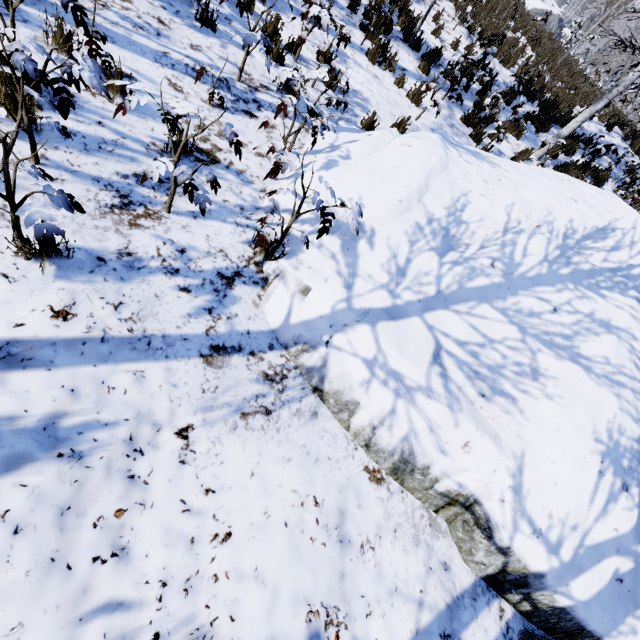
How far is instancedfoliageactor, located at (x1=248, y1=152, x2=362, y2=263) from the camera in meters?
2.4

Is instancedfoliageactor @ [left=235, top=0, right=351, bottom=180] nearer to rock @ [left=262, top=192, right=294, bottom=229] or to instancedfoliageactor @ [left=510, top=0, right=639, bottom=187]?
rock @ [left=262, top=192, right=294, bottom=229]

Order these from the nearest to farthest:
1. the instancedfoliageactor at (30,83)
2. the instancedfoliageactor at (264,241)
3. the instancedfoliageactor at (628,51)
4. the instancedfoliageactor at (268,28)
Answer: the instancedfoliageactor at (30,83) → the instancedfoliageactor at (264,241) → the instancedfoliageactor at (268,28) → the instancedfoliageactor at (628,51)

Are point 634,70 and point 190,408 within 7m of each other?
no

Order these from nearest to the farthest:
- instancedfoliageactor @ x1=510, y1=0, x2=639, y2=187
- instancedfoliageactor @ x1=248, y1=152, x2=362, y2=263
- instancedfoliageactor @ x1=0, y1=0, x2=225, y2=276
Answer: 1. instancedfoliageactor @ x1=0, y1=0, x2=225, y2=276
2. instancedfoliageactor @ x1=248, y1=152, x2=362, y2=263
3. instancedfoliageactor @ x1=510, y1=0, x2=639, y2=187

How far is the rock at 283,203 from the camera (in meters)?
3.14

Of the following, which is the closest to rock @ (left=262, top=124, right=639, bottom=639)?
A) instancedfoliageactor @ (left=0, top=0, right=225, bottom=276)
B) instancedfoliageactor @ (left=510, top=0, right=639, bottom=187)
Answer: instancedfoliageactor @ (left=0, top=0, right=225, bottom=276)
